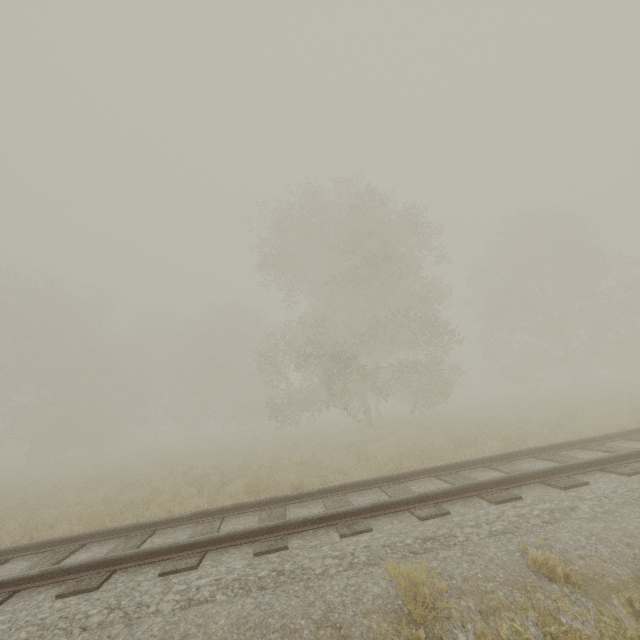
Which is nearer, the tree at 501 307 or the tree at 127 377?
the tree at 127 377

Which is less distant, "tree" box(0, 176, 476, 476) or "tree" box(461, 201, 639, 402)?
"tree" box(0, 176, 476, 476)

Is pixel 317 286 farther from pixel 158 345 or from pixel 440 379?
pixel 158 345
